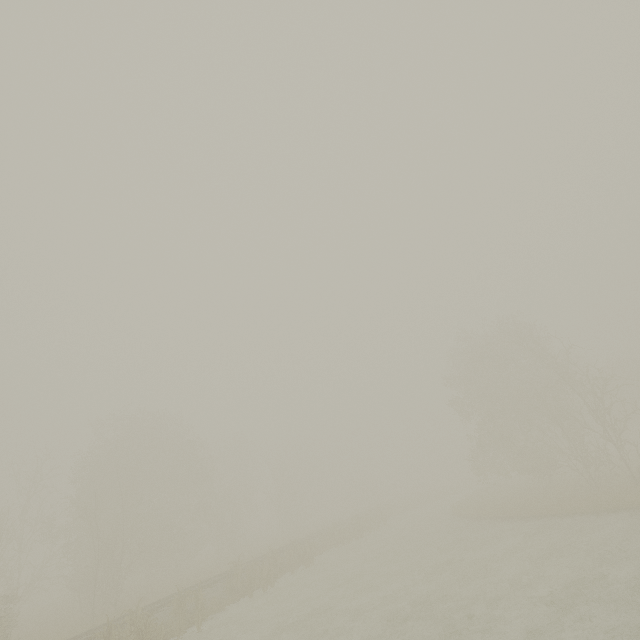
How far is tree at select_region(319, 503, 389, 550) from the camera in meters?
29.2 m

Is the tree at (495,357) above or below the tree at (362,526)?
above

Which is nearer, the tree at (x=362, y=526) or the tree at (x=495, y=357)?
the tree at (x=495, y=357)

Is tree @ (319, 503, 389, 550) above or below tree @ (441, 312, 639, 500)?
below

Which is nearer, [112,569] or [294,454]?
[112,569]

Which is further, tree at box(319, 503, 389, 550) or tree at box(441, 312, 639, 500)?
tree at box(319, 503, 389, 550)
